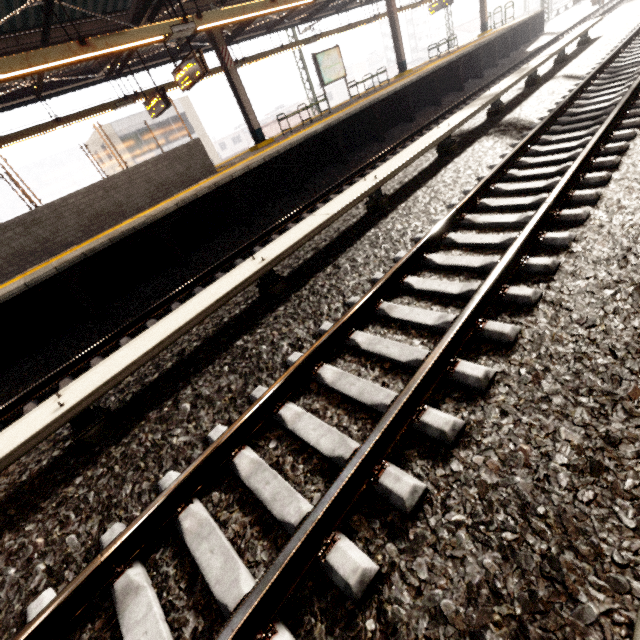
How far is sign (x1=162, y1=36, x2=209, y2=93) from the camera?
8.0m

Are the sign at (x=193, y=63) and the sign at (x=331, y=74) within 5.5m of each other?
no

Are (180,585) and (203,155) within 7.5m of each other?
no

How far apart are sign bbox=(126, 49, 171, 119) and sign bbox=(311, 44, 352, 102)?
6.0m

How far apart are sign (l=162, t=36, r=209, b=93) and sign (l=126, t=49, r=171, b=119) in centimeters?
138cm

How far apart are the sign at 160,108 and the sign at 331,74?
6.0m

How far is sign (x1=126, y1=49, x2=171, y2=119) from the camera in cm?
997

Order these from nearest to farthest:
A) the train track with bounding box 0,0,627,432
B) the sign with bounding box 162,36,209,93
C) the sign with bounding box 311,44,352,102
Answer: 1. the train track with bounding box 0,0,627,432
2. the sign with bounding box 162,36,209,93
3. the sign with bounding box 311,44,352,102
